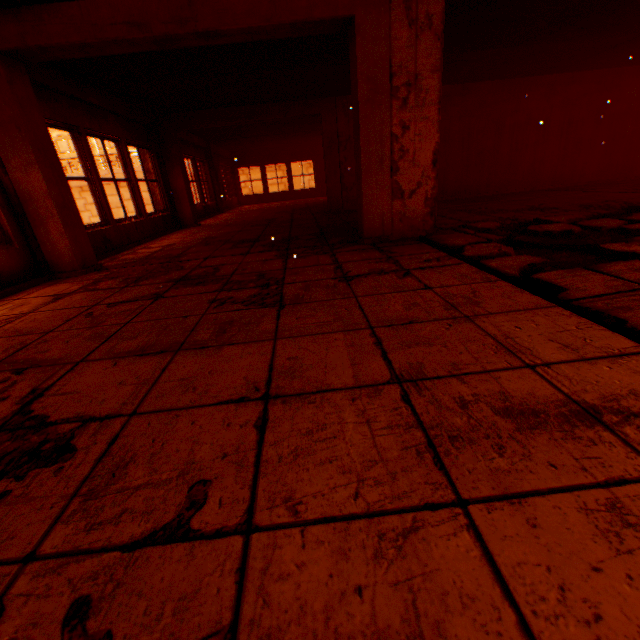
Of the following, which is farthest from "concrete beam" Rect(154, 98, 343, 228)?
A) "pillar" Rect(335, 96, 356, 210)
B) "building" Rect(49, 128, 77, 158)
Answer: "building" Rect(49, 128, 77, 158)

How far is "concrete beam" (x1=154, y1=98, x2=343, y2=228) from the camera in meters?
7.8

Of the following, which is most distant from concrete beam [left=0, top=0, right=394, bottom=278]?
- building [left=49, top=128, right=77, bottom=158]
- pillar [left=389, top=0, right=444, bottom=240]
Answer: building [left=49, top=128, right=77, bottom=158]

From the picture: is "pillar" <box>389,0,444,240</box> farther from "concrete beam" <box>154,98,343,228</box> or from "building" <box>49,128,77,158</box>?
"building" <box>49,128,77,158</box>

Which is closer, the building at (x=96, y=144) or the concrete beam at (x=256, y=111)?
the concrete beam at (x=256, y=111)

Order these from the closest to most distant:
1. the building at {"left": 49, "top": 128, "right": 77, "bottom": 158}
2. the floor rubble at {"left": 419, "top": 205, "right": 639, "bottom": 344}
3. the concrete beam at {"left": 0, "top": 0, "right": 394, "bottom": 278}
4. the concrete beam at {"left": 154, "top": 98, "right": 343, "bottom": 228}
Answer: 1. the floor rubble at {"left": 419, "top": 205, "right": 639, "bottom": 344}
2. the concrete beam at {"left": 0, "top": 0, "right": 394, "bottom": 278}
3. the concrete beam at {"left": 154, "top": 98, "right": 343, "bottom": 228}
4. the building at {"left": 49, "top": 128, "right": 77, "bottom": 158}

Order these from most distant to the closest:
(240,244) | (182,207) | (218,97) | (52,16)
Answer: (182,207) → (218,97) → (240,244) → (52,16)

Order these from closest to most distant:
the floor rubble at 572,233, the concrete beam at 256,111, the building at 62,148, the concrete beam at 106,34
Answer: the floor rubble at 572,233 → the concrete beam at 106,34 → the concrete beam at 256,111 → the building at 62,148
